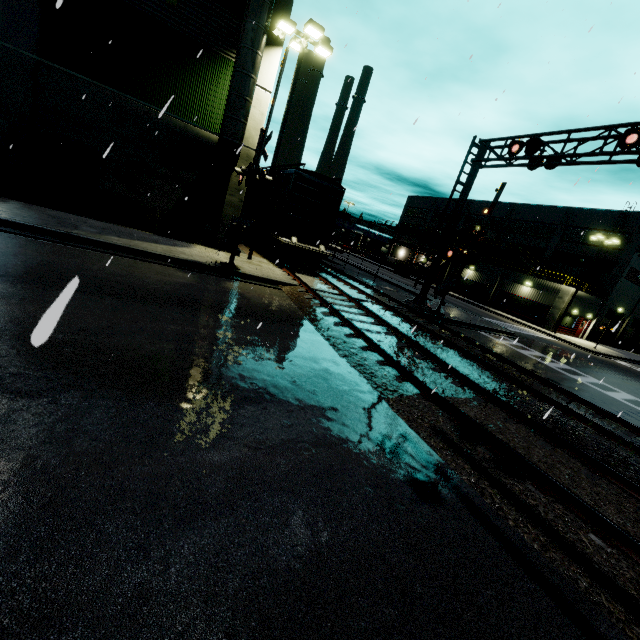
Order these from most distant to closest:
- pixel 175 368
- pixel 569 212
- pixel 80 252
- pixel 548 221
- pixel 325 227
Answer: pixel 548 221 < pixel 569 212 < pixel 325 227 < pixel 80 252 < pixel 175 368

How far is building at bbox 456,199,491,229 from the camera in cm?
5206

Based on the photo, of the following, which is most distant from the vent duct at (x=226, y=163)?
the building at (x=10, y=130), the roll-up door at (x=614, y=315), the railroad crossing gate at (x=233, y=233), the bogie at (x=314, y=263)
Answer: the roll-up door at (x=614, y=315)

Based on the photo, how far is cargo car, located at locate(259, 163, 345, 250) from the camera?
16.3 meters

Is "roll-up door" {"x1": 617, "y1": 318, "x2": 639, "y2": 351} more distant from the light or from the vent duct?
the light

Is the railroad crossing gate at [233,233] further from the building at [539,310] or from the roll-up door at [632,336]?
the roll-up door at [632,336]

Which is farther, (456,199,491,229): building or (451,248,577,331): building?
(456,199,491,229): building

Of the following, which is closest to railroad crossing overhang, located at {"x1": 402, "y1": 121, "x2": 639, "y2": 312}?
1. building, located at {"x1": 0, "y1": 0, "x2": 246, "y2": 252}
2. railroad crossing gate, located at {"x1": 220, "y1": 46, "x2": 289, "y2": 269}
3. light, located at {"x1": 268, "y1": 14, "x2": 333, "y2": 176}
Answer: railroad crossing gate, located at {"x1": 220, "y1": 46, "x2": 289, "y2": 269}
